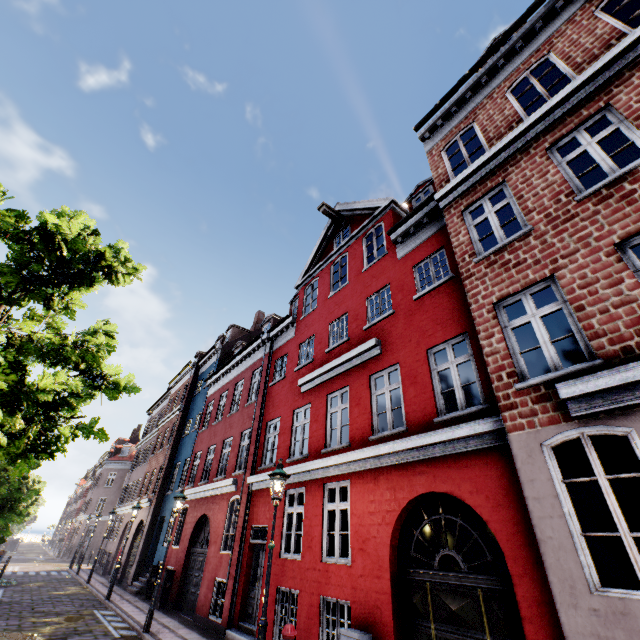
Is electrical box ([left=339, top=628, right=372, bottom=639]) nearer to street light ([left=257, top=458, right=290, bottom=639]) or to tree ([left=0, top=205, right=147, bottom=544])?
street light ([left=257, top=458, right=290, bottom=639])

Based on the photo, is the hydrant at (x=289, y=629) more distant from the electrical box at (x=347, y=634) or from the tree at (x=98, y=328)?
the tree at (x=98, y=328)

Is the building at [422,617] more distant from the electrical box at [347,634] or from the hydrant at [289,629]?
the hydrant at [289,629]

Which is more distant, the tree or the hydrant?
the tree

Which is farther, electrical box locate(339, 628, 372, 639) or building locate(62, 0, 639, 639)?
electrical box locate(339, 628, 372, 639)

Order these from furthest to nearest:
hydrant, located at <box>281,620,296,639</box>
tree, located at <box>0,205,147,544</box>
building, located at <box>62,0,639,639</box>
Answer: tree, located at <box>0,205,147,544</box> < hydrant, located at <box>281,620,296,639</box> < building, located at <box>62,0,639,639</box>

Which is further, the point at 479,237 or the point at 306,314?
the point at 306,314

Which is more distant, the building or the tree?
the tree
